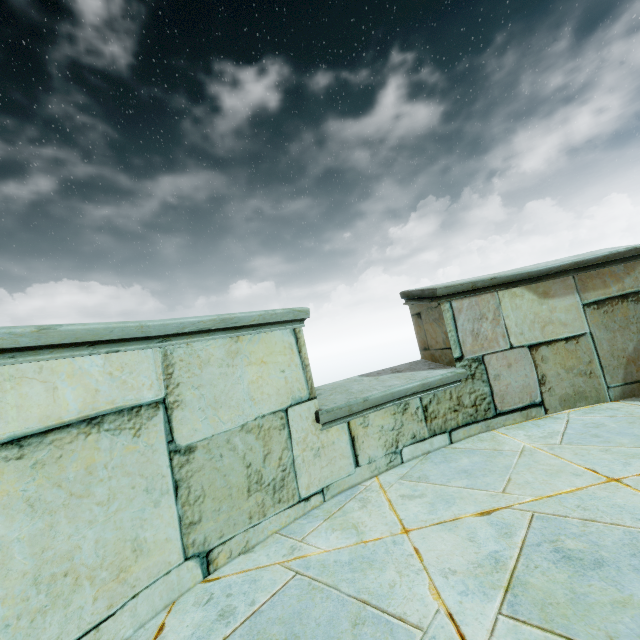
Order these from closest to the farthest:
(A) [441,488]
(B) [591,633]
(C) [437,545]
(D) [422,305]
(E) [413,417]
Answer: (B) [591,633]
(C) [437,545]
(A) [441,488]
(E) [413,417]
(D) [422,305]
